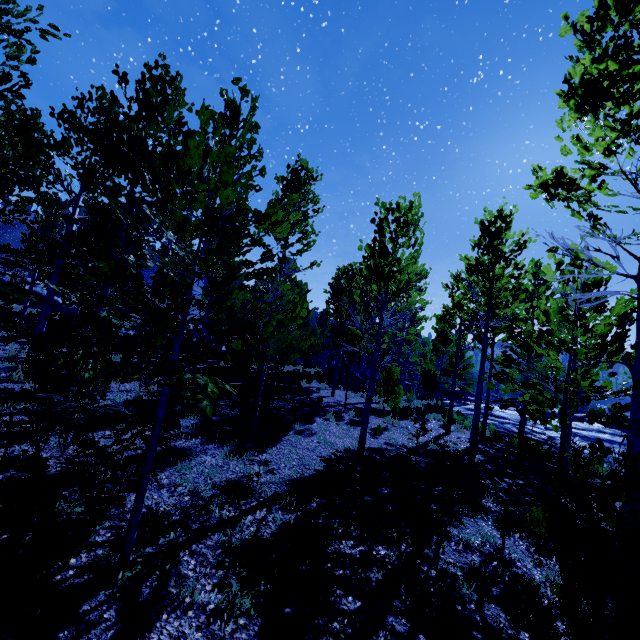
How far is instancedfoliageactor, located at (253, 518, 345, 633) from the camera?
2.9m

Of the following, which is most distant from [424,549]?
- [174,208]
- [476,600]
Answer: [174,208]

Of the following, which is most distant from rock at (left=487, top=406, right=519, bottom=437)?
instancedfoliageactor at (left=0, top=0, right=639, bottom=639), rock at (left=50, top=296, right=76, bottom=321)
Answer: rock at (left=50, top=296, right=76, bottom=321)

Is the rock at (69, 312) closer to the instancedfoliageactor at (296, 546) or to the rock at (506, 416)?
the instancedfoliageactor at (296, 546)

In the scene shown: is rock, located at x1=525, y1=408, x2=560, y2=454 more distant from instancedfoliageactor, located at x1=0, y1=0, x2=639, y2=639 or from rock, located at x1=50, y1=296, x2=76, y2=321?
rock, located at x1=50, y1=296, x2=76, y2=321

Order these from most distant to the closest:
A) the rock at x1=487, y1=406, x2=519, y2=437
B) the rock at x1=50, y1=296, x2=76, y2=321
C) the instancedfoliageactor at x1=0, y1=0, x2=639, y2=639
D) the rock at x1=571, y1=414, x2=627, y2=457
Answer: the rock at x1=50, y1=296, x2=76, y2=321
the rock at x1=487, y1=406, x2=519, y2=437
the rock at x1=571, y1=414, x2=627, y2=457
the instancedfoliageactor at x1=0, y1=0, x2=639, y2=639
